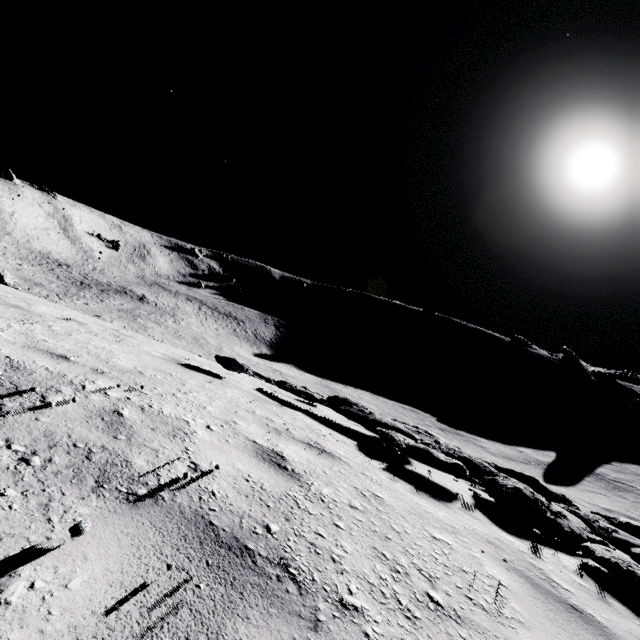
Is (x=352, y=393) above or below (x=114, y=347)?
below
